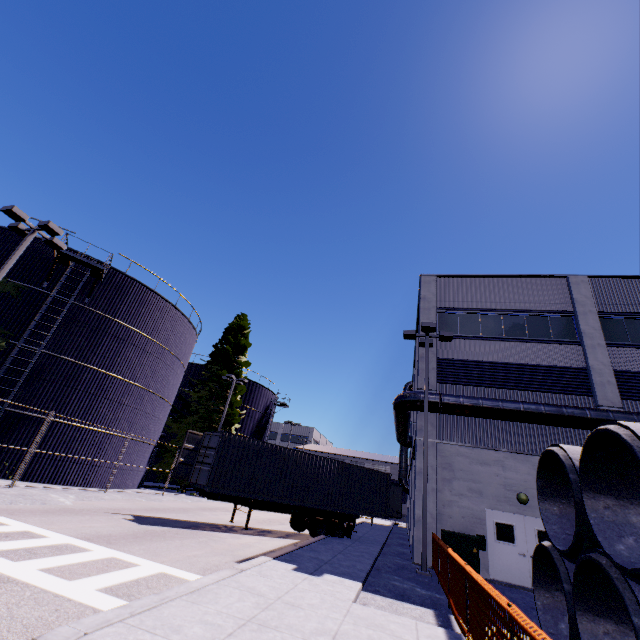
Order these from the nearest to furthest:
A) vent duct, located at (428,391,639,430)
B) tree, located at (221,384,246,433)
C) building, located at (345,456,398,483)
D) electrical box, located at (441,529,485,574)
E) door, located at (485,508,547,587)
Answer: electrical box, located at (441,529,485,574) < door, located at (485,508,547,587) < vent duct, located at (428,391,639,430) < tree, located at (221,384,246,433) < building, located at (345,456,398,483)

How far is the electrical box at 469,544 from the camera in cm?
1214

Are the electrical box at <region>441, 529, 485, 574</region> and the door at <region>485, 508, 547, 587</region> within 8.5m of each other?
yes

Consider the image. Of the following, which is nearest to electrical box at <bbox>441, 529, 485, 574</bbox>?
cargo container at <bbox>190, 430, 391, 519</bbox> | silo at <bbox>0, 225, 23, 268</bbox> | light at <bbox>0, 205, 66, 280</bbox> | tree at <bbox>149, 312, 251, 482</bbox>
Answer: cargo container at <bbox>190, 430, 391, 519</bbox>

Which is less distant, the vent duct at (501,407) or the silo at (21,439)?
the vent duct at (501,407)

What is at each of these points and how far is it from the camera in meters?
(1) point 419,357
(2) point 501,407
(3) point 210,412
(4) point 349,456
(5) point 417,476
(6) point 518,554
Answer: (1) building, 17.8 m
(2) vent duct, 14.5 m
(3) tree, 30.5 m
(4) building, 60.0 m
(5) building, 15.0 m
(6) door, 13.1 m

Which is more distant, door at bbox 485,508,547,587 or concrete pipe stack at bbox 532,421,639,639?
door at bbox 485,508,547,587

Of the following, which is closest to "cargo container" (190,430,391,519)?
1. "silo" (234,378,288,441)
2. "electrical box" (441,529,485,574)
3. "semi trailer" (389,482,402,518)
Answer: "semi trailer" (389,482,402,518)
